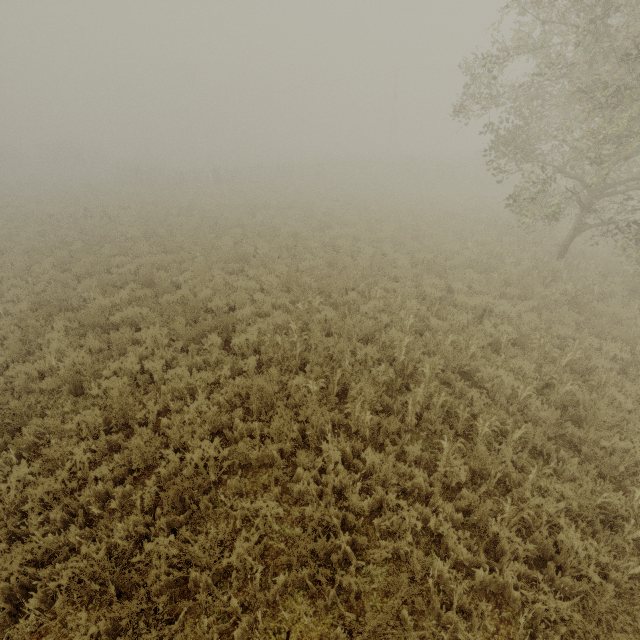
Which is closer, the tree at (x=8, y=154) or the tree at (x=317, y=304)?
the tree at (x=317, y=304)

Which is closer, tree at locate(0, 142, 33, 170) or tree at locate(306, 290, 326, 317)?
tree at locate(306, 290, 326, 317)

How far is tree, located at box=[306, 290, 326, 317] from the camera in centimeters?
890cm

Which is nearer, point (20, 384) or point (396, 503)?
point (396, 503)

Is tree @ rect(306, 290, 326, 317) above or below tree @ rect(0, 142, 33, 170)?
below

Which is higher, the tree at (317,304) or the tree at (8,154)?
the tree at (8,154)
